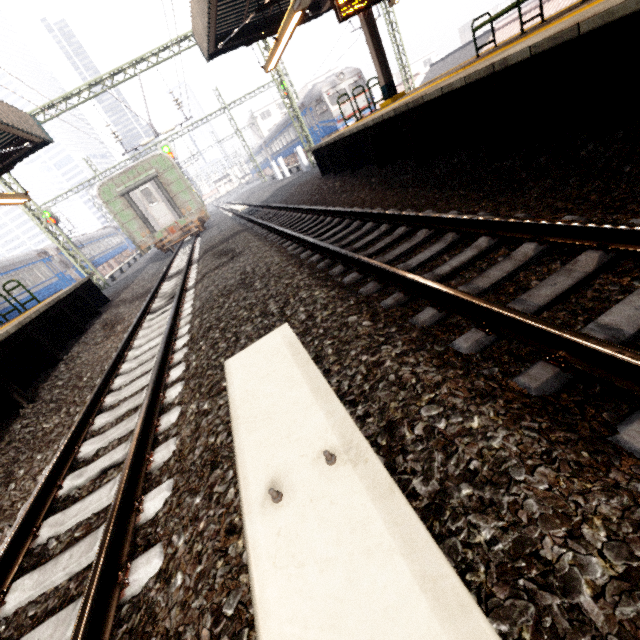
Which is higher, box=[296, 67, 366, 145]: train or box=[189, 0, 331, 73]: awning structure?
box=[189, 0, 331, 73]: awning structure

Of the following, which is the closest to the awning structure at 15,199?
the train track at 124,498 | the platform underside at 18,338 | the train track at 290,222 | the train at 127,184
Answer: the train at 127,184

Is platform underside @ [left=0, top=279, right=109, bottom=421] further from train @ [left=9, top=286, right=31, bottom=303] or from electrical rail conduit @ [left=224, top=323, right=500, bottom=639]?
electrical rail conduit @ [left=224, top=323, right=500, bottom=639]

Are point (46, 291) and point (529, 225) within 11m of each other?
no

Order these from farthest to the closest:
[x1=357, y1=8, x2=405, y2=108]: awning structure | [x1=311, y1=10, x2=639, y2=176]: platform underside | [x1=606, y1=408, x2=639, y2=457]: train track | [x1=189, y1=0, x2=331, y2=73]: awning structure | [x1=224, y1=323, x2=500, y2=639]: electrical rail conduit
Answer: [x1=357, y1=8, x2=405, y2=108]: awning structure
[x1=189, y1=0, x2=331, y2=73]: awning structure
[x1=311, y1=10, x2=639, y2=176]: platform underside
[x1=606, y1=408, x2=639, y2=457]: train track
[x1=224, y1=323, x2=500, y2=639]: electrical rail conduit

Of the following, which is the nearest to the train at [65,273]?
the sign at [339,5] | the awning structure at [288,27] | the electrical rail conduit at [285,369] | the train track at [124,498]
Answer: the train track at [124,498]

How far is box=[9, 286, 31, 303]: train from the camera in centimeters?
1720cm

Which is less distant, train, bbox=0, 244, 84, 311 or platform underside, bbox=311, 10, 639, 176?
platform underside, bbox=311, 10, 639, 176
